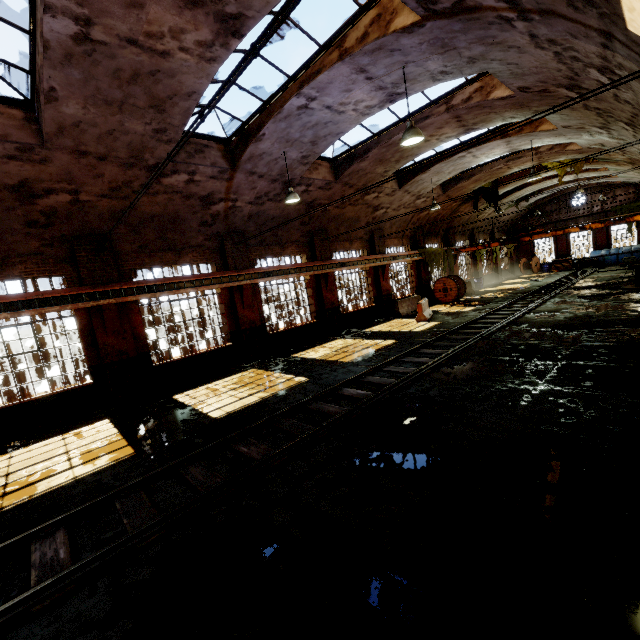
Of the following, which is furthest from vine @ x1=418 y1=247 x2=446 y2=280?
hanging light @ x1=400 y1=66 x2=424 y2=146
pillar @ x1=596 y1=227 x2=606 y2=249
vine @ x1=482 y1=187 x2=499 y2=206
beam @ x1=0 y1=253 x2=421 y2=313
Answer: hanging light @ x1=400 y1=66 x2=424 y2=146

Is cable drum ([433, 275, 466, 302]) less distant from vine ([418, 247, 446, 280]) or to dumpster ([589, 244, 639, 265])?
vine ([418, 247, 446, 280])

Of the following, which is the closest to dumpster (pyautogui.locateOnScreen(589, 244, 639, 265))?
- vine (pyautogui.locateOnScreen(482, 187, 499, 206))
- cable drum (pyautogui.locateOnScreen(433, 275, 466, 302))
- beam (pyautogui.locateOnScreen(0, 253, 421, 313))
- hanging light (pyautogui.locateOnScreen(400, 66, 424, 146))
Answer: vine (pyautogui.locateOnScreen(482, 187, 499, 206))

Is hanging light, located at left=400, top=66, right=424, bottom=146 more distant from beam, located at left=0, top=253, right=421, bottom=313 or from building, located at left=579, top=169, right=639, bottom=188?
beam, located at left=0, top=253, right=421, bottom=313

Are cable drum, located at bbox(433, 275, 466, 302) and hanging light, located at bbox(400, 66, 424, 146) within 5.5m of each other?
no

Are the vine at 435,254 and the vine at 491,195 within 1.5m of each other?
no

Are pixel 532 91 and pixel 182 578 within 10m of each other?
no

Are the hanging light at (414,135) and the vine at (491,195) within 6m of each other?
no
